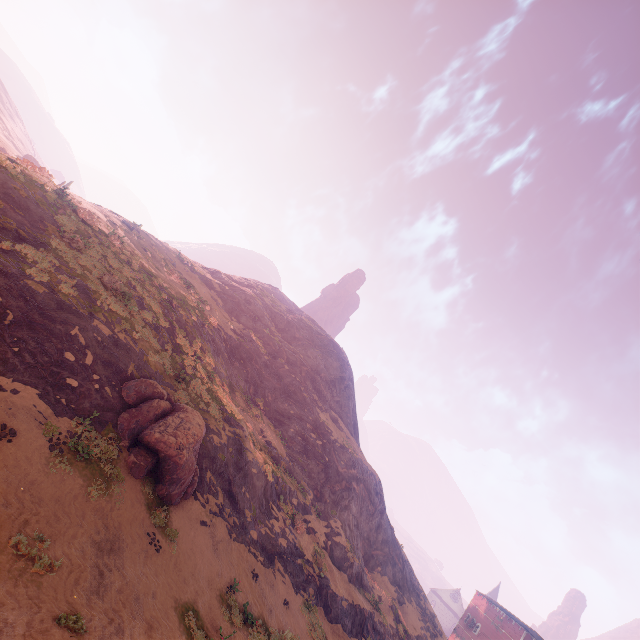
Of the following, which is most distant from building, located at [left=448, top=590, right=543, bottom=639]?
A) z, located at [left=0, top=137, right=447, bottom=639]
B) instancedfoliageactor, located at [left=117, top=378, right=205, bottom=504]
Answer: instancedfoliageactor, located at [left=117, top=378, right=205, bottom=504]

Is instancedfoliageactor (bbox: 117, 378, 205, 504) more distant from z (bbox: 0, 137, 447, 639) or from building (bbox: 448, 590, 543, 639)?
building (bbox: 448, 590, 543, 639)

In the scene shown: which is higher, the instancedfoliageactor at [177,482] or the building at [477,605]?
the building at [477,605]

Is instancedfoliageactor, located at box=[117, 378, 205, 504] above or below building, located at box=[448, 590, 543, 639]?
below

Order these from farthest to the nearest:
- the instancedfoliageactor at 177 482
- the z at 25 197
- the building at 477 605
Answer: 1. the building at 477 605
2. the instancedfoliageactor at 177 482
3. the z at 25 197

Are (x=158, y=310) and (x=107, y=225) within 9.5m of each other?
yes

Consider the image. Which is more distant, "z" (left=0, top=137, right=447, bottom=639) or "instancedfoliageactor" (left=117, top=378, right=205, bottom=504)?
"instancedfoliageactor" (left=117, top=378, right=205, bottom=504)
